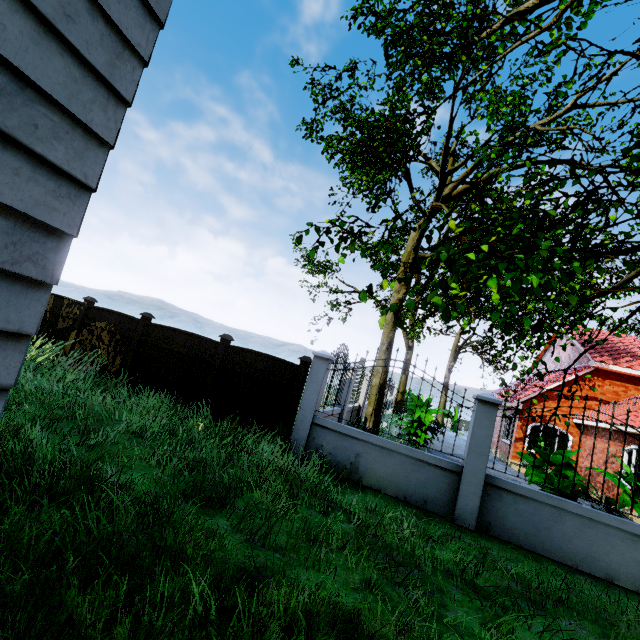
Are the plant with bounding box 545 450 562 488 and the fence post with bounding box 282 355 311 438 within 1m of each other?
no

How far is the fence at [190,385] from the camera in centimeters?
780cm

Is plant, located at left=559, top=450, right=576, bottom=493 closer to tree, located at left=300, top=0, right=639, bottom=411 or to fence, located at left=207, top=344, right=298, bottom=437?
fence, located at left=207, top=344, right=298, bottom=437

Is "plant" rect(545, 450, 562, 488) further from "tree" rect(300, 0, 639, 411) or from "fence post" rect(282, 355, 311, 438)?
"fence post" rect(282, 355, 311, 438)

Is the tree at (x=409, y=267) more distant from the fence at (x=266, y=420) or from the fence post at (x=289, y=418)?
the fence post at (x=289, y=418)

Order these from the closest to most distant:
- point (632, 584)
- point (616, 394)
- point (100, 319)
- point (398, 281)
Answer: point (398, 281), point (632, 584), point (100, 319), point (616, 394)

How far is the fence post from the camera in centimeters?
686cm

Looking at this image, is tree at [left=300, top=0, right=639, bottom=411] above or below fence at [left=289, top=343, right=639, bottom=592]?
above
